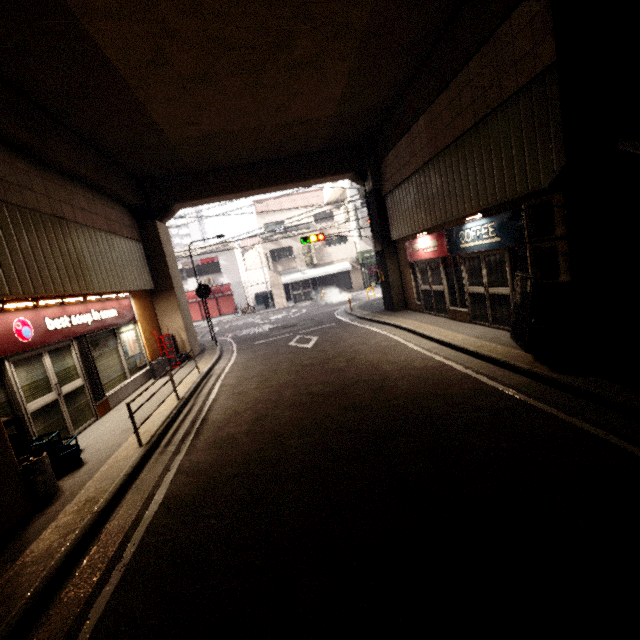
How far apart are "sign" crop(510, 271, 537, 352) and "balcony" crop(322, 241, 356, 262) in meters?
21.4

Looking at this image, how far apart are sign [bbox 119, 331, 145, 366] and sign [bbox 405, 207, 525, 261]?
10.1m

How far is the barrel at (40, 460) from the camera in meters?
4.5

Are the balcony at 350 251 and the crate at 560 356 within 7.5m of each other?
no

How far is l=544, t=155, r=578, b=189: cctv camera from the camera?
4.6 meters

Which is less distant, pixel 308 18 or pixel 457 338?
pixel 308 18

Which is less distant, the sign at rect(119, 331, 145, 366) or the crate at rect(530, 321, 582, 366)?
the crate at rect(530, 321, 582, 366)

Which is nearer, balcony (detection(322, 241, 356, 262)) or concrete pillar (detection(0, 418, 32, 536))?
concrete pillar (detection(0, 418, 32, 536))
